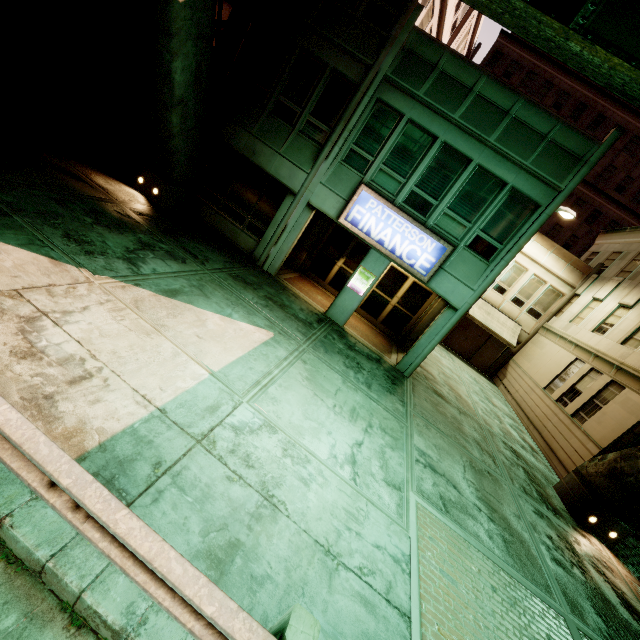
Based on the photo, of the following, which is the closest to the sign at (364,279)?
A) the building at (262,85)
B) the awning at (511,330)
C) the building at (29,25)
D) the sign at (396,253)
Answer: the building at (262,85)

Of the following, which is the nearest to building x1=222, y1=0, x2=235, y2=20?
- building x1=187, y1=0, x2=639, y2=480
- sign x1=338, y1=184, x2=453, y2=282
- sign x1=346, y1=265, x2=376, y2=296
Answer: building x1=187, y1=0, x2=639, y2=480

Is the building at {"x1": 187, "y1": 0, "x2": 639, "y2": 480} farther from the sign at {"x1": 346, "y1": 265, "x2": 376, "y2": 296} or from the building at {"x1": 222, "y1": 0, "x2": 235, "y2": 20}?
the building at {"x1": 222, "y1": 0, "x2": 235, "y2": 20}

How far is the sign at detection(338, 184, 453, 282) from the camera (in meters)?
10.27

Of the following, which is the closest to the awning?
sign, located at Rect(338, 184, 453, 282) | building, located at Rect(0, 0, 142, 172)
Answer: sign, located at Rect(338, 184, 453, 282)

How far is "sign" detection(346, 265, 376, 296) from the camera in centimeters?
1151cm

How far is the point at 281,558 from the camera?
3.7m

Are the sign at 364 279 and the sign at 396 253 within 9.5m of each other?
yes
